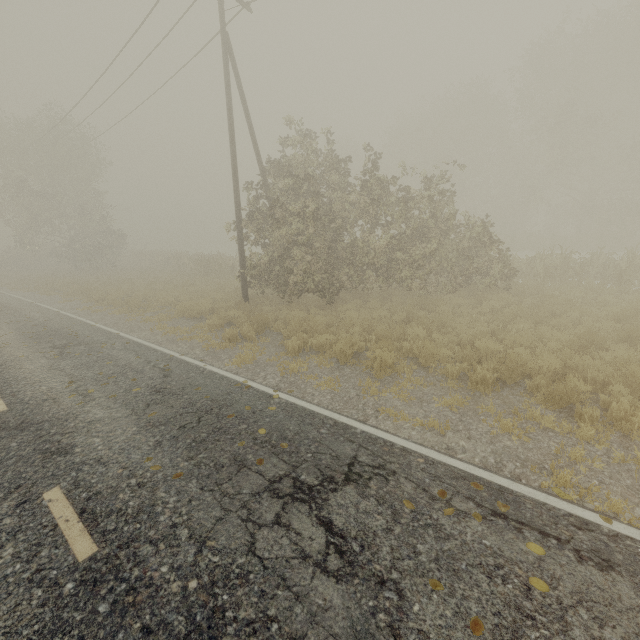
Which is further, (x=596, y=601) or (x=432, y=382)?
(x=432, y=382)

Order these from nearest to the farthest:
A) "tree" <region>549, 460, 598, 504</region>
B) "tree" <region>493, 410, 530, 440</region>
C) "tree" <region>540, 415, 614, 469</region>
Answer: "tree" <region>549, 460, 598, 504</region>, "tree" <region>540, 415, 614, 469</region>, "tree" <region>493, 410, 530, 440</region>

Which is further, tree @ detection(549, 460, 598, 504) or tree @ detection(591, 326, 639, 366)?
tree @ detection(591, 326, 639, 366)

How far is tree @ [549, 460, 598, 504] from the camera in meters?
3.9 m

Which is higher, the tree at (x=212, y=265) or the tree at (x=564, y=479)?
the tree at (x=212, y=265)

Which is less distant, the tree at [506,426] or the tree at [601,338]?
the tree at [506,426]
